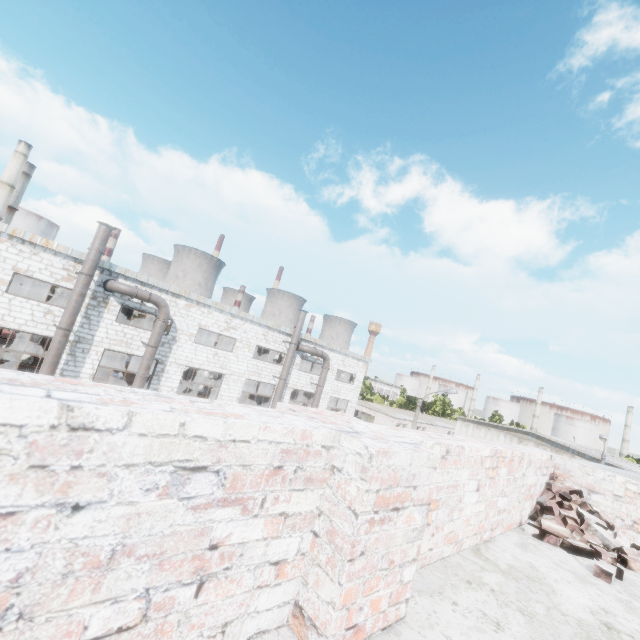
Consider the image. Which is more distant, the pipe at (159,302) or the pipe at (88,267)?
the pipe at (159,302)

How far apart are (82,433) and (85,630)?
0.5m

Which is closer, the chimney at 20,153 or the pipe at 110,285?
the pipe at 110,285

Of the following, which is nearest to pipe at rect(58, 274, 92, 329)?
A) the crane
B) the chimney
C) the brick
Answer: the crane

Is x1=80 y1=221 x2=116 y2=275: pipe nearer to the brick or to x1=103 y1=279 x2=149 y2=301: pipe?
x1=103 y1=279 x2=149 y2=301: pipe

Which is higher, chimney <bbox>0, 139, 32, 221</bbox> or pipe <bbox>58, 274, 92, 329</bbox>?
chimney <bbox>0, 139, 32, 221</bbox>

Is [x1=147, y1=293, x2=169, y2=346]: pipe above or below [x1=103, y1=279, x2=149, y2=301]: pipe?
below

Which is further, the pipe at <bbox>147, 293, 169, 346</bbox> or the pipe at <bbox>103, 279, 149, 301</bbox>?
the pipe at <bbox>147, 293, 169, 346</bbox>
